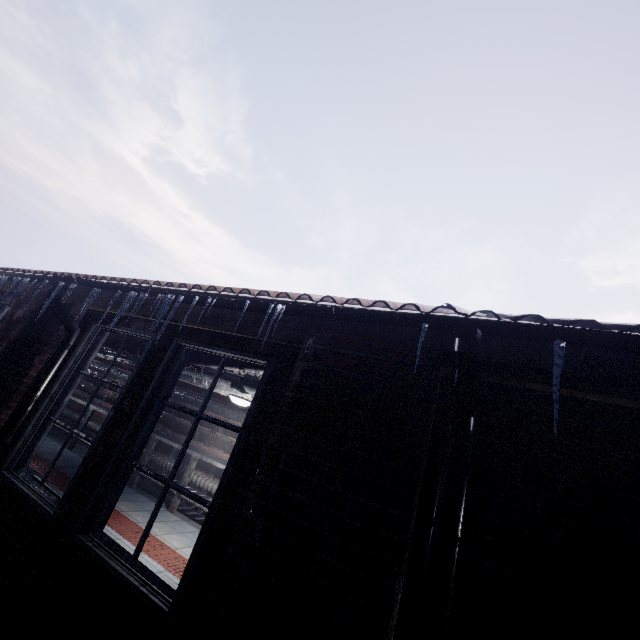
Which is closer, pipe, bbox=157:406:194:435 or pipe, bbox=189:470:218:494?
pipe, bbox=189:470:218:494

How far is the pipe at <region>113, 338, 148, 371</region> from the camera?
3.7 meters

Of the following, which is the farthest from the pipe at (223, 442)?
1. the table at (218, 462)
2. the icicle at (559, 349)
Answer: the icicle at (559, 349)

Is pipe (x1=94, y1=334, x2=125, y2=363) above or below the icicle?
below

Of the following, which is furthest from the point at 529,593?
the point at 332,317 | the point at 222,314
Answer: the point at 222,314

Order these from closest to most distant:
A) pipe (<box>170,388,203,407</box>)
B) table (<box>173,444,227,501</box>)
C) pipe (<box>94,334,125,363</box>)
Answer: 1. pipe (<box>94,334,125,363</box>)
2. table (<box>173,444,227,501</box>)
3. pipe (<box>170,388,203,407</box>)

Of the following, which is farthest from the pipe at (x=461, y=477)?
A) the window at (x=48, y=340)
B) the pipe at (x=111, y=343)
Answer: the pipe at (x=111, y=343)

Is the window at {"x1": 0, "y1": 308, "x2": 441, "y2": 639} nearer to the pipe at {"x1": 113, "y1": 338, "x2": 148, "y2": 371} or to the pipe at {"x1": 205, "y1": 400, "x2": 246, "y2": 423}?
the pipe at {"x1": 113, "y1": 338, "x2": 148, "y2": 371}
